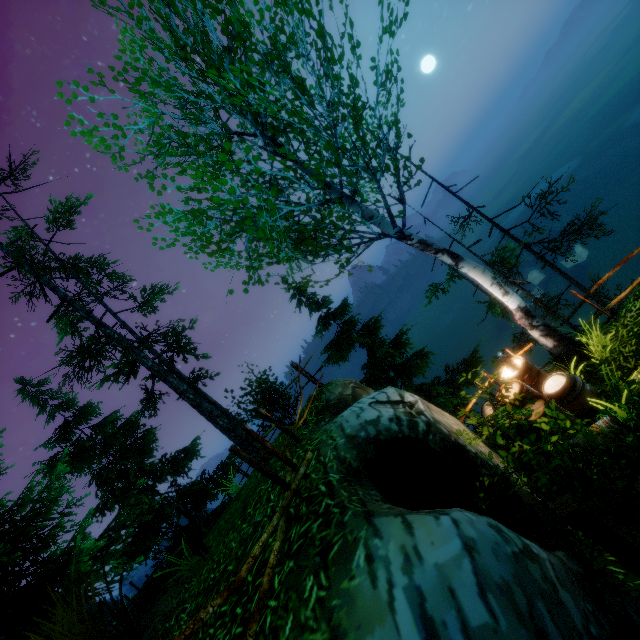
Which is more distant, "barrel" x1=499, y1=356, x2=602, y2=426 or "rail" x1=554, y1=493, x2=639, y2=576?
"barrel" x1=499, y1=356, x2=602, y2=426

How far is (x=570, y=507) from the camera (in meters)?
1.63

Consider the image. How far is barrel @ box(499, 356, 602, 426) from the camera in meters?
5.6

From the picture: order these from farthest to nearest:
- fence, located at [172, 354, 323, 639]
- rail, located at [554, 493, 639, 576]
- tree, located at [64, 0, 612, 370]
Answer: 1. tree, located at [64, 0, 612, 370]
2. fence, located at [172, 354, 323, 639]
3. rail, located at [554, 493, 639, 576]

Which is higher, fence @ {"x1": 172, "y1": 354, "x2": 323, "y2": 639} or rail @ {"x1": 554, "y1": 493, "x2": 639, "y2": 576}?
fence @ {"x1": 172, "y1": 354, "x2": 323, "y2": 639}

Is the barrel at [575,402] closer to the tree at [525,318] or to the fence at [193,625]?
the tree at [525,318]

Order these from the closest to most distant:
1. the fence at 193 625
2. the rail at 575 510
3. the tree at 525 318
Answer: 1. the rail at 575 510
2. the fence at 193 625
3. the tree at 525 318

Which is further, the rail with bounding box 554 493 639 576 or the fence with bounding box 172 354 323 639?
the fence with bounding box 172 354 323 639
